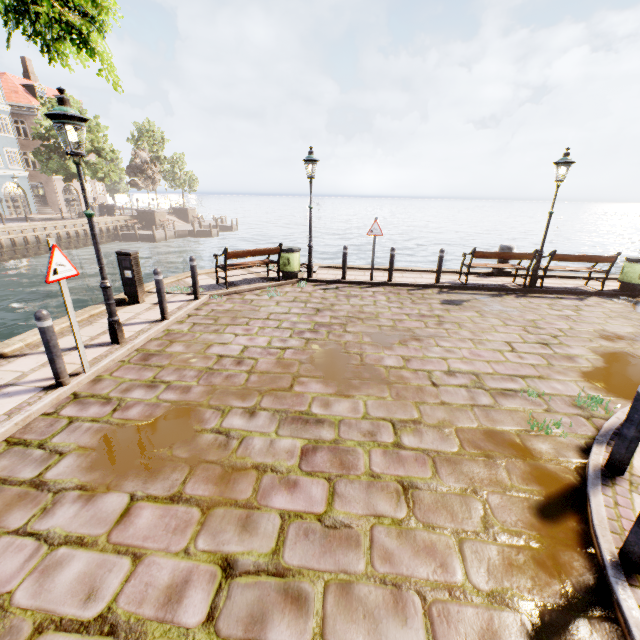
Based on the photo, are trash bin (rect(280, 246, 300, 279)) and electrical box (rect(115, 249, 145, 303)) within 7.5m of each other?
A: yes

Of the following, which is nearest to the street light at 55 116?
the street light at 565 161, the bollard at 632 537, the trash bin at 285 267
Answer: the trash bin at 285 267

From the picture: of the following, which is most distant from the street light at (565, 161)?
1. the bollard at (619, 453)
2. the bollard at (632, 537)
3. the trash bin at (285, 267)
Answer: the bollard at (632, 537)

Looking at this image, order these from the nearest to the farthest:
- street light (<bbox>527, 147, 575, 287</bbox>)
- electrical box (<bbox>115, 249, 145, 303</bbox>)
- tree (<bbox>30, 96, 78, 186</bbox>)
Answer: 1. electrical box (<bbox>115, 249, 145, 303</bbox>)
2. street light (<bbox>527, 147, 575, 287</bbox>)
3. tree (<bbox>30, 96, 78, 186</bbox>)

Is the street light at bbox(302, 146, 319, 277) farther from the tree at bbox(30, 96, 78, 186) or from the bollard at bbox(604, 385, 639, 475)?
the bollard at bbox(604, 385, 639, 475)

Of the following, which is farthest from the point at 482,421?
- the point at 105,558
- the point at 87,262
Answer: the point at 87,262

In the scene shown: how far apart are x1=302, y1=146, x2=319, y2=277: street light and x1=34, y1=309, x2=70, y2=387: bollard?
7.20m

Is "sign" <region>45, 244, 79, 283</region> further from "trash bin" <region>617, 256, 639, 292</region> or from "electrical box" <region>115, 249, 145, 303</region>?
"trash bin" <region>617, 256, 639, 292</region>
